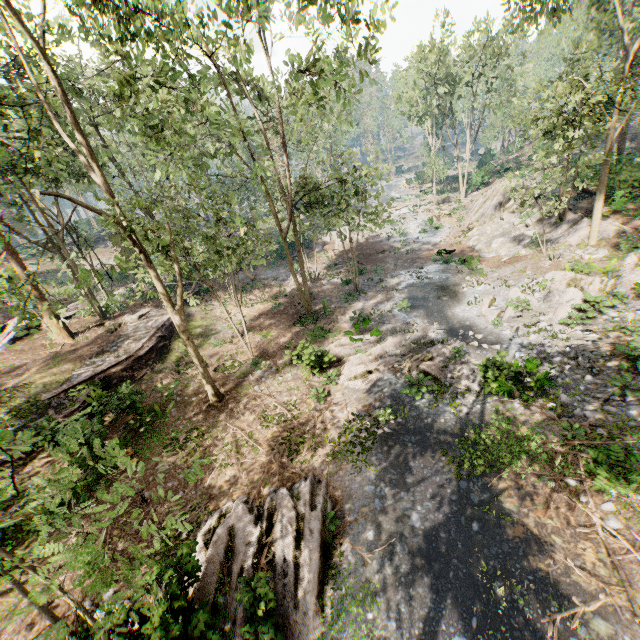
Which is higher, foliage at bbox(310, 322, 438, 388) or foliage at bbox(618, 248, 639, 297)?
foliage at bbox(618, 248, 639, 297)

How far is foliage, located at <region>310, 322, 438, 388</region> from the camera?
15.3m

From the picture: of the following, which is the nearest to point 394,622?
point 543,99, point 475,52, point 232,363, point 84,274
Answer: point 84,274

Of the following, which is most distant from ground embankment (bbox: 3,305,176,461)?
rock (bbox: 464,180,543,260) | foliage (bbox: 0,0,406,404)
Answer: rock (bbox: 464,180,543,260)

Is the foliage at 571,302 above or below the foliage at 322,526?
above

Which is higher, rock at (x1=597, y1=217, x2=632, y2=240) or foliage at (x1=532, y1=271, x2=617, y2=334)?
rock at (x1=597, y1=217, x2=632, y2=240)

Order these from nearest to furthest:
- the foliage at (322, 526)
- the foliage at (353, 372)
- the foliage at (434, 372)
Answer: the foliage at (322, 526) < the foliage at (434, 372) < the foliage at (353, 372)

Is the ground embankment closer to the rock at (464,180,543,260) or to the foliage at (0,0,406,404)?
the foliage at (0,0,406,404)
